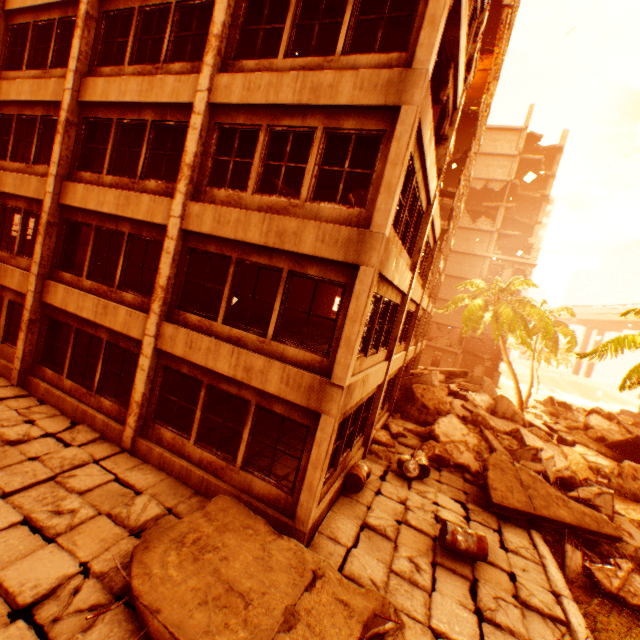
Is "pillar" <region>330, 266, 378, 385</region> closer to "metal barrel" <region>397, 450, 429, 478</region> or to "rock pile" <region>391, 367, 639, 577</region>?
"rock pile" <region>391, 367, 639, 577</region>

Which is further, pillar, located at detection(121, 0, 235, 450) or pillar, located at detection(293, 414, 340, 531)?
pillar, located at detection(121, 0, 235, 450)

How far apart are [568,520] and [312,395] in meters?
9.0 m

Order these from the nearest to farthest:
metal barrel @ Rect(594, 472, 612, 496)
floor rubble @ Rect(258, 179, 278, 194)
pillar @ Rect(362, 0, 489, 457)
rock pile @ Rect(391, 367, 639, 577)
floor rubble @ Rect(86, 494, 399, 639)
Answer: floor rubble @ Rect(86, 494, 399, 639) → pillar @ Rect(362, 0, 489, 457) → rock pile @ Rect(391, 367, 639, 577) → floor rubble @ Rect(258, 179, 278, 194) → metal barrel @ Rect(594, 472, 612, 496)

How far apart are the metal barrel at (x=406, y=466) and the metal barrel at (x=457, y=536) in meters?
2.4

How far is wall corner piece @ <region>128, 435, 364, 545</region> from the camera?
6.64m

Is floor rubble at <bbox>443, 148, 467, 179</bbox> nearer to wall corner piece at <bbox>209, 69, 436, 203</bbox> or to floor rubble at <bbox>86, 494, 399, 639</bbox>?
wall corner piece at <bbox>209, 69, 436, 203</bbox>

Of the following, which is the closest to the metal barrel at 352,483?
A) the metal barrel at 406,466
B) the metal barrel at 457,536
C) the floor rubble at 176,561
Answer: the metal barrel at 406,466
